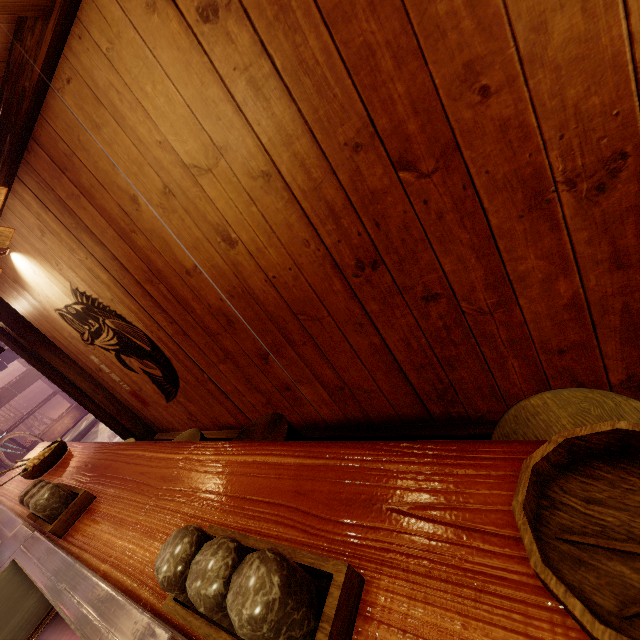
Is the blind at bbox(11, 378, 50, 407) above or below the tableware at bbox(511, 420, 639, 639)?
below

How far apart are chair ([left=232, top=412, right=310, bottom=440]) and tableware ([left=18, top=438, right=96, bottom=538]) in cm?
111

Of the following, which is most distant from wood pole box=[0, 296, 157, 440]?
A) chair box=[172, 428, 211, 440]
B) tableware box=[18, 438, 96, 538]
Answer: Answer: tableware box=[18, 438, 96, 538]

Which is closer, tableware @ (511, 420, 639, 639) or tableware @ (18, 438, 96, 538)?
tableware @ (511, 420, 639, 639)

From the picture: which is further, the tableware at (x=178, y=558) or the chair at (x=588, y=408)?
the chair at (x=588, y=408)

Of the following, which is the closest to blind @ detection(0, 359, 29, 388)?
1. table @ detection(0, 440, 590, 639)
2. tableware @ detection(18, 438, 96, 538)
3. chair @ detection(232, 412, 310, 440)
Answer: table @ detection(0, 440, 590, 639)

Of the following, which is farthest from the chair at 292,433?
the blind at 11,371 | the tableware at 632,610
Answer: the blind at 11,371

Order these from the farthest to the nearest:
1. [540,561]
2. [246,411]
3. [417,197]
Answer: [246,411] → [417,197] → [540,561]
